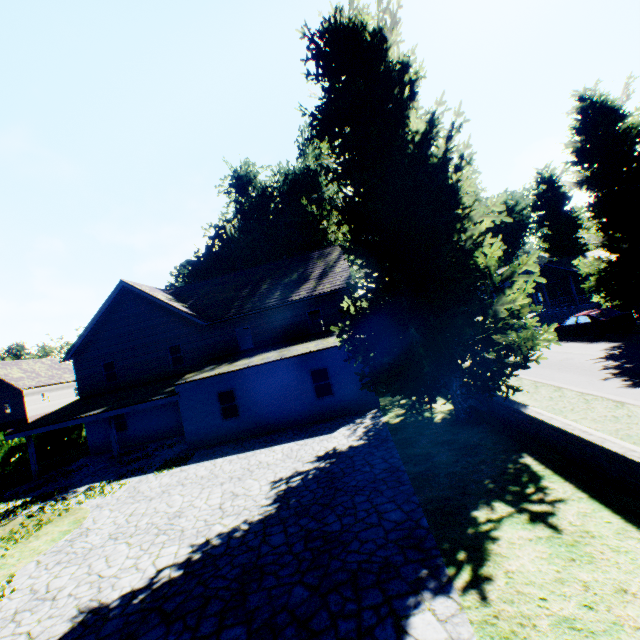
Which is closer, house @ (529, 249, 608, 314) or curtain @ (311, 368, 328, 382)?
curtain @ (311, 368, 328, 382)

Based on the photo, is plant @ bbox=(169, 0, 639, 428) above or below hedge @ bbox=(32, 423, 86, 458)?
above

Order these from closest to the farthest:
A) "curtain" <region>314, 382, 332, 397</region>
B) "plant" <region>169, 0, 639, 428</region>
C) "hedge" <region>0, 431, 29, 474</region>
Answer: "plant" <region>169, 0, 639, 428</region>
"curtain" <region>314, 382, 332, 397</region>
"hedge" <region>0, 431, 29, 474</region>

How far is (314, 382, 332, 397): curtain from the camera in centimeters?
1642cm

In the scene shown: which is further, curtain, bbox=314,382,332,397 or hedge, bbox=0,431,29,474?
hedge, bbox=0,431,29,474

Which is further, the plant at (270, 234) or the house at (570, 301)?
the house at (570, 301)

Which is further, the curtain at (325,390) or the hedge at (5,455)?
the hedge at (5,455)

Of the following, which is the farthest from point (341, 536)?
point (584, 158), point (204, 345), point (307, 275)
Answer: point (584, 158)
